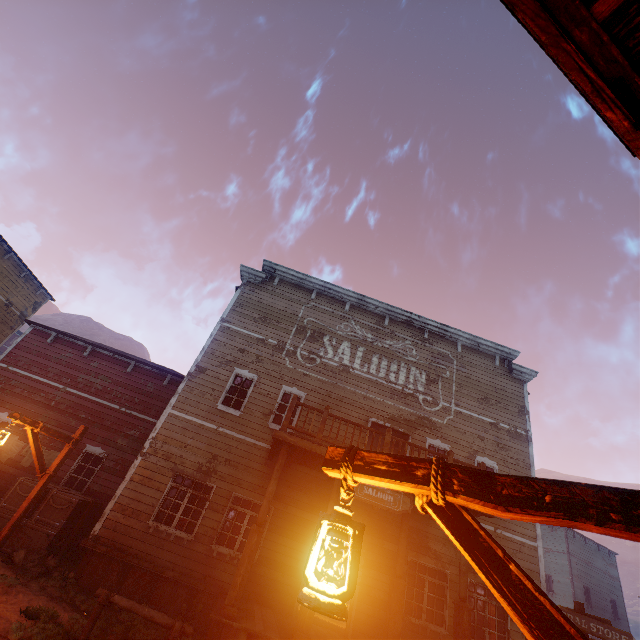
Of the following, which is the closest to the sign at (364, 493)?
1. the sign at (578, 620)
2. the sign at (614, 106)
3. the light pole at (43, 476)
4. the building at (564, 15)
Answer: the building at (564, 15)

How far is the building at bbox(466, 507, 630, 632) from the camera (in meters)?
11.03

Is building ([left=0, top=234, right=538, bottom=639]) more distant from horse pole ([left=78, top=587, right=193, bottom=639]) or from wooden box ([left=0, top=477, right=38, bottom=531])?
horse pole ([left=78, top=587, right=193, bottom=639])

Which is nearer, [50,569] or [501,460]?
[50,569]

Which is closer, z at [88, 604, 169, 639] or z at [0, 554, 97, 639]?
z at [0, 554, 97, 639]

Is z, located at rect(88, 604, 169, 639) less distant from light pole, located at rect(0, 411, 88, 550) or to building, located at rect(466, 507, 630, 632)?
building, located at rect(466, 507, 630, 632)

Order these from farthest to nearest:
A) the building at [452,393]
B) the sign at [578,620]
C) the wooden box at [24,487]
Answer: the wooden box at [24,487], the building at [452,393], the sign at [578,620]
